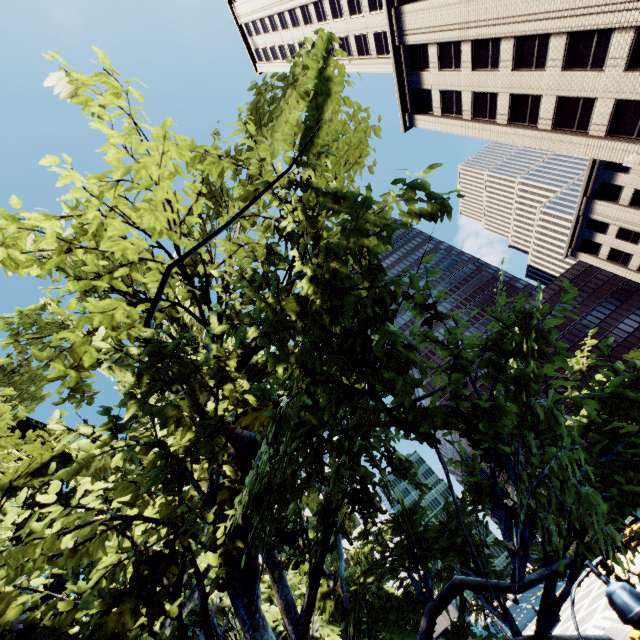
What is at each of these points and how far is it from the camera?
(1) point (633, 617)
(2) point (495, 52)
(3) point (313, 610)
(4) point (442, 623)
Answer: (1) light, 3.9 meters
(2) building, 27.6 meters
(3) tree, 8.9 meters
(4) building, 58.1 meters

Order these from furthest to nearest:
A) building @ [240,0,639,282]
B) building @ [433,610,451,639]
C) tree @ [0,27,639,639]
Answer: building @ [433,610,451,639] < building @ [240,0,639,282] < tree @ [0,27,639,639]

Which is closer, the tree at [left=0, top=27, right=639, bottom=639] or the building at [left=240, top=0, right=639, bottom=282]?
the tree at [left=0, top=27, right=639, bottom=639]

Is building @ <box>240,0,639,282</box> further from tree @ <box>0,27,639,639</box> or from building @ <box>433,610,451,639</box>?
building @ <box>433,610,451,639</box>

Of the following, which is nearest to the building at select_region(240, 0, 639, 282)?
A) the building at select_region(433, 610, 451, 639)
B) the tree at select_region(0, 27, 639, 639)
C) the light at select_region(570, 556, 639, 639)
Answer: the tree at select_region(0, 27, 639, 639)

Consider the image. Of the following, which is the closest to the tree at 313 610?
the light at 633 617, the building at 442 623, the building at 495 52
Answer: the building at 442 623
